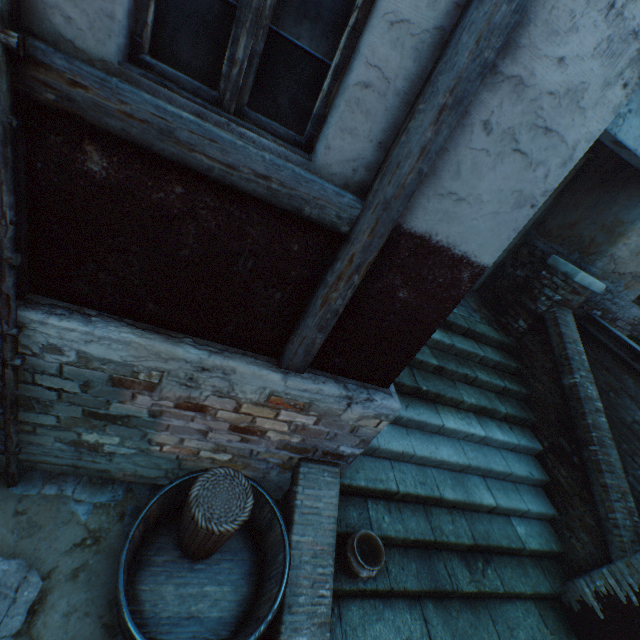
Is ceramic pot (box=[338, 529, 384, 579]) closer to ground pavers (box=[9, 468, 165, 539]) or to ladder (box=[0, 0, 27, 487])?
ground pavers (box=[9, 468, 165, 539])

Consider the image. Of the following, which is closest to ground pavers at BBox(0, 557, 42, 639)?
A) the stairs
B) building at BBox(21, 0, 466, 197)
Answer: building at BBox(21, 0, 466, 197)

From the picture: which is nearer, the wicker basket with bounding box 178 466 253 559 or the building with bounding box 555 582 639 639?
the wicker basket with bounding box 178 466 253 559

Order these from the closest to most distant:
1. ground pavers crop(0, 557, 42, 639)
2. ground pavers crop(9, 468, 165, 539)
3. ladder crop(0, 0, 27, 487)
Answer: ladder crop(0, 0, 27, 487) → ground pavers crop(0, 557, 42, 639) → ground pavers crop(9, 468, 165, 539)

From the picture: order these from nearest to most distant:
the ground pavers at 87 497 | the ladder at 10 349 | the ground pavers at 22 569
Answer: the ladder at 10 349 → the ground pavers at 22 569 → the ground pavers at 87 497

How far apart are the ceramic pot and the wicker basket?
1.03m

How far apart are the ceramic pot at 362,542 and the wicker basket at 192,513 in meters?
1.0

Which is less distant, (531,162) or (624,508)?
(531,162)
